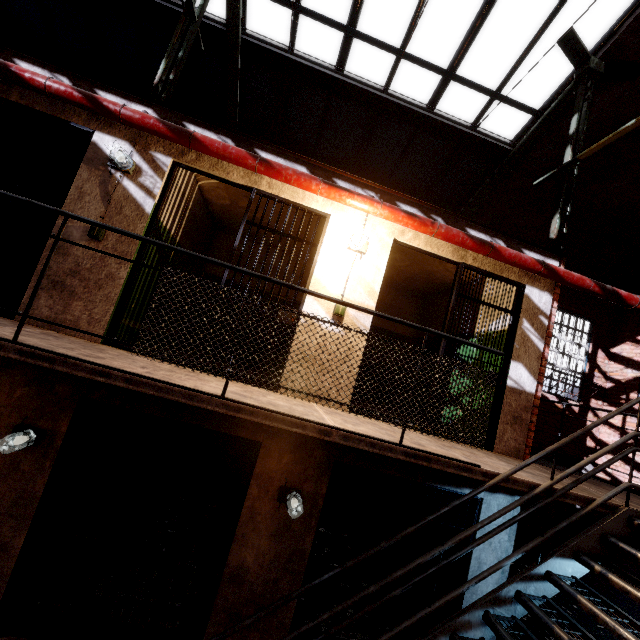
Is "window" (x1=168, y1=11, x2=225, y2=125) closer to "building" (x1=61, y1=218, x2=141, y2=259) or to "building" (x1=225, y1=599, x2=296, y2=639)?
"building" (x1=61, y1=218, x2=141, y2=259)

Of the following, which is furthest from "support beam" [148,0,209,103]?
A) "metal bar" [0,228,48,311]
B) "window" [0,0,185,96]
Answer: "metal bar" [0,228,48,311]

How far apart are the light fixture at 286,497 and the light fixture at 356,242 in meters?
3.0 m

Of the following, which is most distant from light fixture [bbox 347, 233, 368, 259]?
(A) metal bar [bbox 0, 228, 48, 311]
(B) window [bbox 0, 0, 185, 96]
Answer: (B) window [bbox 0, 0, 185, 96]

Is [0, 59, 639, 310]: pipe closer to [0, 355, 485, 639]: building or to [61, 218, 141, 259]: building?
[61, 218, 141, 259]: building

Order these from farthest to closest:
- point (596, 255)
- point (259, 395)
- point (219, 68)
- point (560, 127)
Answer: point (596, 255), point (219, 68), point (560, 127), point (259, 395)

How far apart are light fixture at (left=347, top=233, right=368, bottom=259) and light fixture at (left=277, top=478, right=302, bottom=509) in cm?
299

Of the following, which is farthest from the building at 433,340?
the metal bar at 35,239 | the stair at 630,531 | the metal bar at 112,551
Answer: the stair at 630,531
